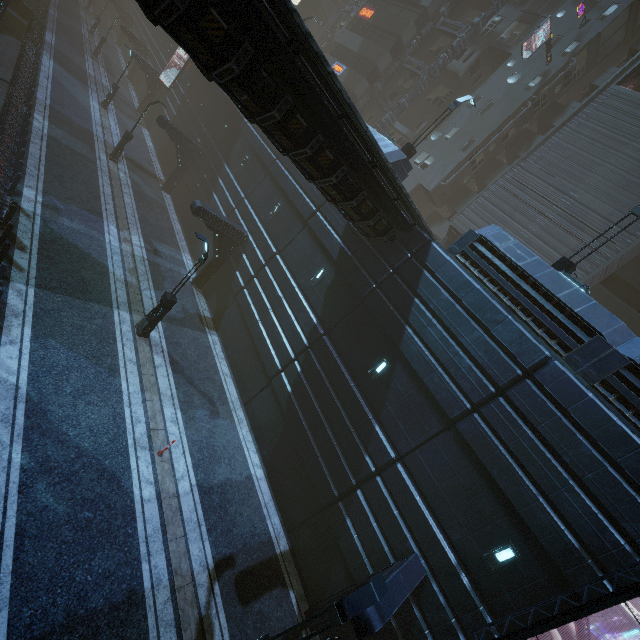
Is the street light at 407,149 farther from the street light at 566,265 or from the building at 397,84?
the street light at 566,265

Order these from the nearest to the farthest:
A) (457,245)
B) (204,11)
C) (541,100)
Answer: (204,11), (457,245), (541,100)

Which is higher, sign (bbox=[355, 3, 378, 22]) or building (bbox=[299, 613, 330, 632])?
sign (bbox=[355, 3, 378, 22])

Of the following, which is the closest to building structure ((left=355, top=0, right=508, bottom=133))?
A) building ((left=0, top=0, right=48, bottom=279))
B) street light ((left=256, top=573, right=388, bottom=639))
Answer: building ((left=0, top=0, right=48, bottom=279))

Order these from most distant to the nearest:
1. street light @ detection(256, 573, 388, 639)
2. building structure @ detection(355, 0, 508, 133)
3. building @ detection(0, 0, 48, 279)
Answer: building structure @ detection(355, 0, 508, 133), building @ detection(0, 0, 48, 279), street light @ detection(256, 573, 388, 639)

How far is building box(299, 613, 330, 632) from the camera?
10.6m

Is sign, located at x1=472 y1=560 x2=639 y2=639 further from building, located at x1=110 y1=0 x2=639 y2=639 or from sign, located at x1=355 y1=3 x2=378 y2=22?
sign, located at x1=355 y1=3 x2=378 y2=22

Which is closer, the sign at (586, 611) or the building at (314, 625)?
the sign at (586, 611)
